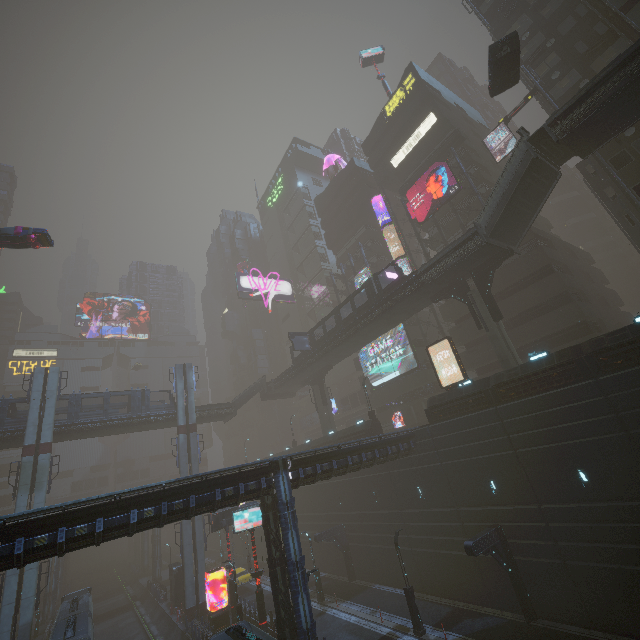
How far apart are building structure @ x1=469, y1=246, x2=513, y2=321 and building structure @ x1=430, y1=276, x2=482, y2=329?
0.7m

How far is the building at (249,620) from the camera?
26.4 meters

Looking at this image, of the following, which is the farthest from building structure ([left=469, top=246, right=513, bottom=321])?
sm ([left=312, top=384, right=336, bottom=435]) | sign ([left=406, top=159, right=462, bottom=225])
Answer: sm ([left=312, top=384, right=336, bottom=435])

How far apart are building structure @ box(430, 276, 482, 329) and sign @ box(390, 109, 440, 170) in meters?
22.7 m

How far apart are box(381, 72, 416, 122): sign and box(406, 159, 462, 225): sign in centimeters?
1354cm

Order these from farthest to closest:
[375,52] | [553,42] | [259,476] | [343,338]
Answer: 1. [375,52]
2. [343,338]
3. [553,42]
4. [259,476]

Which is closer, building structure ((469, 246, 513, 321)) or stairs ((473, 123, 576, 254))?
stairs ((473, 123, 576, 254))

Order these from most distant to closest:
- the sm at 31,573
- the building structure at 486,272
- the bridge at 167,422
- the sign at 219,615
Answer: the bridge at 167,422 → the sign at 219,615 → the sm at 31,573 → the building structure at 486,272
